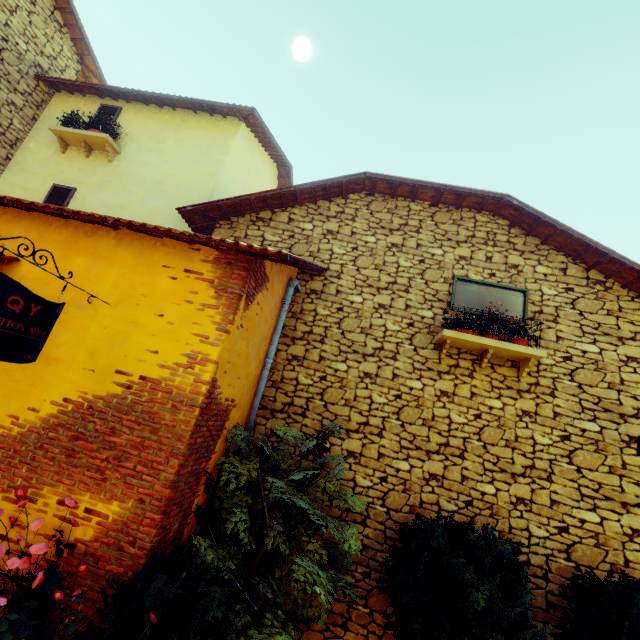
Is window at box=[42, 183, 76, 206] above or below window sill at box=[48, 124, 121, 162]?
below

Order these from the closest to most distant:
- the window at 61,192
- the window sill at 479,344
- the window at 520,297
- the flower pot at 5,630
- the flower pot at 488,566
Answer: the flower pot at 5,630 < the flower pot at 488,566 < the window sill at 479,344 < the window at 520,297 < the window at 61,192

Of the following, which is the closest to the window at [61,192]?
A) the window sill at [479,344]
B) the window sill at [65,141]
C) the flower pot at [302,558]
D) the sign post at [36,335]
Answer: the window sill at [65,141]

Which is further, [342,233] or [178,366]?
[342,233]

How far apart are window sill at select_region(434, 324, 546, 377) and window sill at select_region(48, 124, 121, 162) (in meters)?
8.11

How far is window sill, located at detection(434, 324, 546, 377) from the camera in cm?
483

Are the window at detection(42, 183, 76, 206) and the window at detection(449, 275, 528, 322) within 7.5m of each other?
no

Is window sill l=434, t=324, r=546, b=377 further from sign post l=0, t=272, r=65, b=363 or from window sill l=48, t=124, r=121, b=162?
window sill l=48, t=124, r=121, b=162
